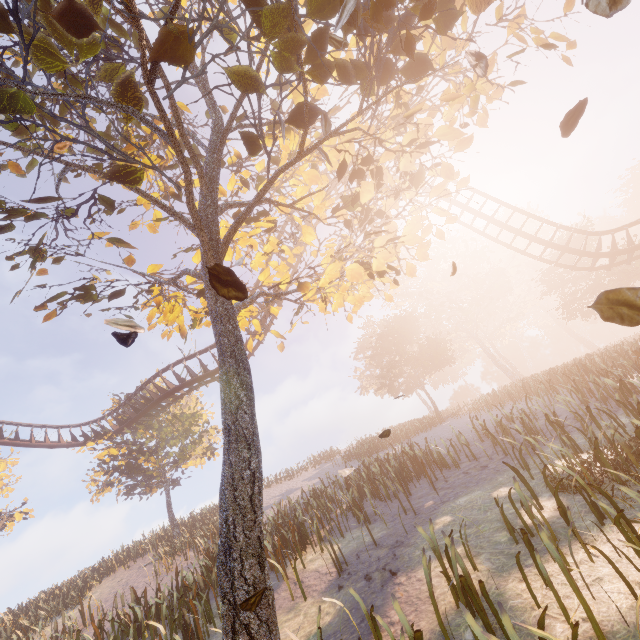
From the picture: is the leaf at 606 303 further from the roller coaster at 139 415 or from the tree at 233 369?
the roller coaster at 139 415

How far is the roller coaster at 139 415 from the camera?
18.1m

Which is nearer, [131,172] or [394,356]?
[131,172]

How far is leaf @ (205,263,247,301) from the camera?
2.1m

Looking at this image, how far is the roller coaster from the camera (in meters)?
18.09

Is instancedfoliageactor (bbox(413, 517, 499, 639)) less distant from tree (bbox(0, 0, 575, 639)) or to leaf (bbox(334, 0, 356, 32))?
tree (bbox(0, 0, 575, 639))

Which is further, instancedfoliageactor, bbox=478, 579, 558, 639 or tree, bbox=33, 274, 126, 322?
tree, bbox=33, 274, 126, 322

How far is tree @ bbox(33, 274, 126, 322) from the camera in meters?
5.5 m
